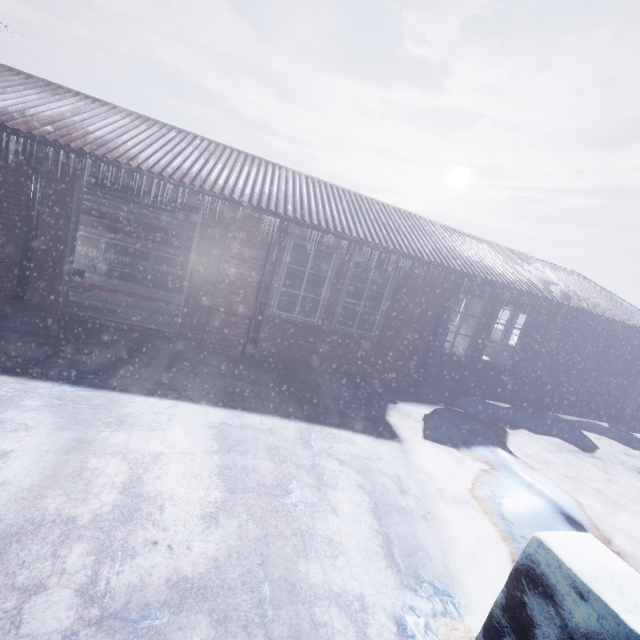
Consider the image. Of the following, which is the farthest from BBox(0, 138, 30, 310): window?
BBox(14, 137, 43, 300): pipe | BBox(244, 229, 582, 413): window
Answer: BBox(244, 229, 582, 413): window

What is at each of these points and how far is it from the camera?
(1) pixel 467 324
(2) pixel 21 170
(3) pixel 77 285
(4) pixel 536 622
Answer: (1) door, 13.6 meters
(2) window, 4.0 meters
(3) bench, 4.8 meters
(4) fence, 1.3 meters

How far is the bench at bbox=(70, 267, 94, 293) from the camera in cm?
473

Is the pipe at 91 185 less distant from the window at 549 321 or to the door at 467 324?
the window at 549 321

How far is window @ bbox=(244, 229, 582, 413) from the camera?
5.41m

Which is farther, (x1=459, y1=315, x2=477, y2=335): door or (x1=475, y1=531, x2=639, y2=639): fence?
(x1=459, y1=315, x2=477, y2=335): door

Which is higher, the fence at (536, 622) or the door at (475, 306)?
the door at (475, 306)

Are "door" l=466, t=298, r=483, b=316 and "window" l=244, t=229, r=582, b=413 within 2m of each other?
no
